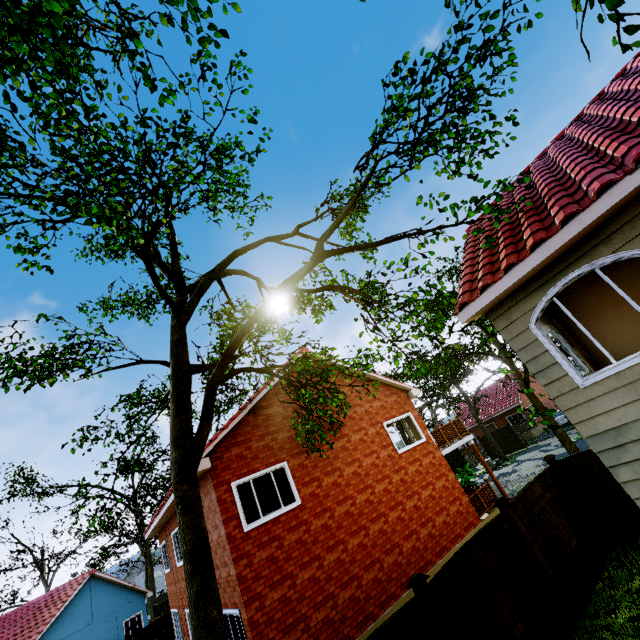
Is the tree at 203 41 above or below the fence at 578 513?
above

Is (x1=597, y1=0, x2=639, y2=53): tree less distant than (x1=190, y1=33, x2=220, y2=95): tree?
Yes

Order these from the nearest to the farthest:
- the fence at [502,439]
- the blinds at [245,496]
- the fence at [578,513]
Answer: the fence at [578,513], the blinds at [245,496], the fence at [502,439]

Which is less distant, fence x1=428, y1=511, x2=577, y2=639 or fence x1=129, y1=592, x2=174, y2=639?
fence x1=428, y1=511, x2=577, y2=639

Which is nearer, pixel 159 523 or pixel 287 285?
pixel 287 285

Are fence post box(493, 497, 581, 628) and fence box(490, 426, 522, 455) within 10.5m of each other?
no

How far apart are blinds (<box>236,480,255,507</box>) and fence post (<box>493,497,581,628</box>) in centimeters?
615cm

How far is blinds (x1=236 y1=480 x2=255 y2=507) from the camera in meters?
9.9 m
